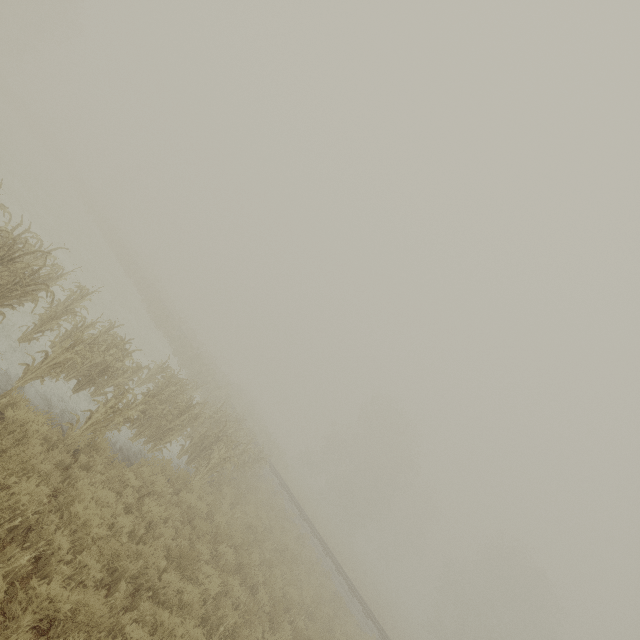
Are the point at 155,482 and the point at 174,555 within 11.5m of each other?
yes
